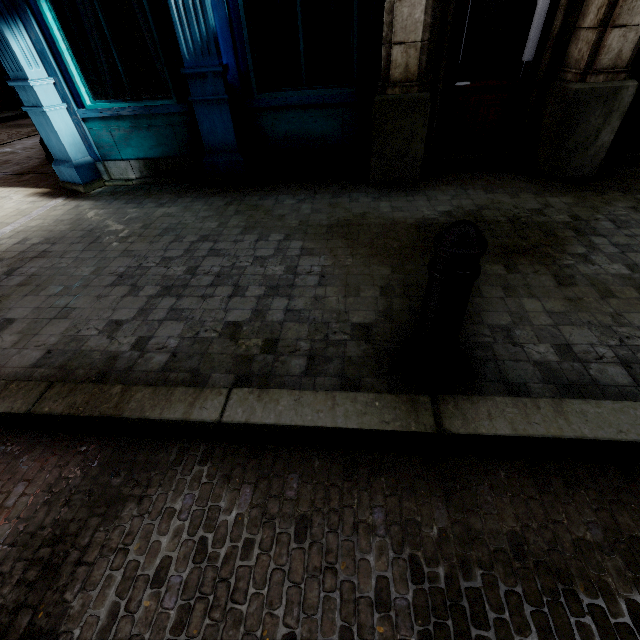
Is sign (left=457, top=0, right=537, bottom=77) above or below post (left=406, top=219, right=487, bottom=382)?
above

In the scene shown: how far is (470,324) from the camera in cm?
237

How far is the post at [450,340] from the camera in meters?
1.4

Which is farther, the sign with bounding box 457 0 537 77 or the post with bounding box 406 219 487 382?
the sign with bounding box 457 0 537 77

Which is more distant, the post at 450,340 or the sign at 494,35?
the sign at 494,35

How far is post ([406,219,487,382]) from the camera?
1.4m
